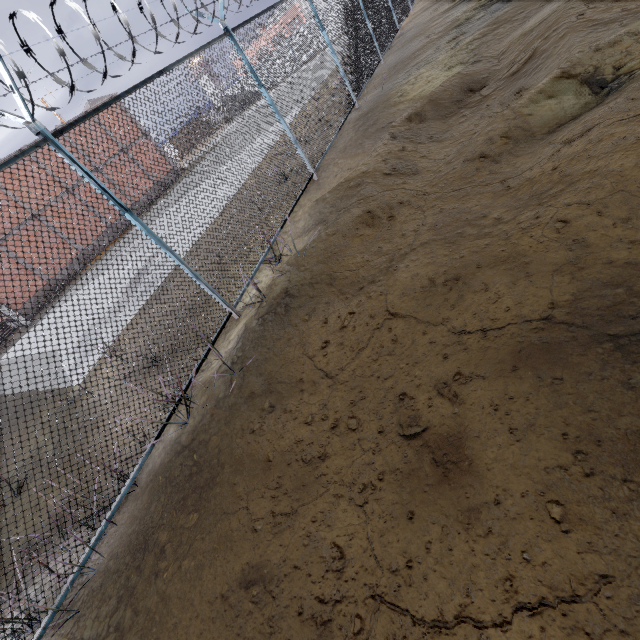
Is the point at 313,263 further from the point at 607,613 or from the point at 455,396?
the point at 607,613
